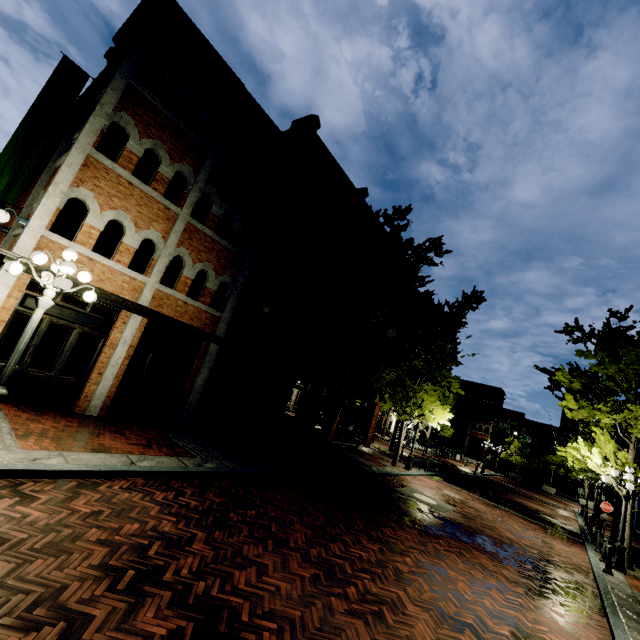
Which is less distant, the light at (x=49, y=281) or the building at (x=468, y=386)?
the light at (x=49, y=281)

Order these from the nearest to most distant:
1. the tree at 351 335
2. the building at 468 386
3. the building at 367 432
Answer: the tree at 351 335, the building at 367 432, the building at 468 386

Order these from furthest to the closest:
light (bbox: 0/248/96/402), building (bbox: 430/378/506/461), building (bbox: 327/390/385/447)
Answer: building (bbox: 430/378/506/461) → building (bbox: 327/390/385/447) → light (bbox: 0/248/96/402)

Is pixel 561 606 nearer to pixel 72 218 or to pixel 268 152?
pixel 72 218

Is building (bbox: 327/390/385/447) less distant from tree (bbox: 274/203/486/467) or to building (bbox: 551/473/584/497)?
tree (bbox: 274/203/486/467)

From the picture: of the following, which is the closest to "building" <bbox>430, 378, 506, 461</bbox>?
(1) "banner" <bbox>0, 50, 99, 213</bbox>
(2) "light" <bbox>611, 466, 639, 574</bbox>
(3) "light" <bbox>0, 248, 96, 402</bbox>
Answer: (2) "light" <bbox>611, 466, 639, 574</bbox>

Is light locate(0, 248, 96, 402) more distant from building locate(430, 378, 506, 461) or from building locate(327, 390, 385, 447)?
building locate(430, 378, 506, 461)

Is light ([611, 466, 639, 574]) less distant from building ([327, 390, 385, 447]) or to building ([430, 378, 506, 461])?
building ([327, 390, 385, 447])
